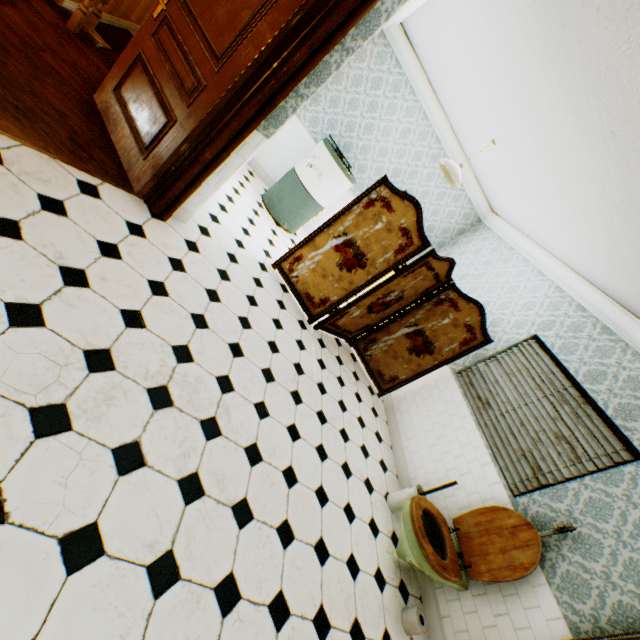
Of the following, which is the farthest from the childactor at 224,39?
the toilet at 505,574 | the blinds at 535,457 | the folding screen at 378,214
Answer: the blinds at 535,457

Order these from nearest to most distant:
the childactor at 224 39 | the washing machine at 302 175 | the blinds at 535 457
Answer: the childactor at 224 39
the blinds at 535 457
the washing machine at 302 175

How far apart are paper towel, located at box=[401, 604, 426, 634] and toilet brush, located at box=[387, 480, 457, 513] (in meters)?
0.84

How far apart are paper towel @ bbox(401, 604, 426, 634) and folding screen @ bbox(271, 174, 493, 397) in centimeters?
264cm

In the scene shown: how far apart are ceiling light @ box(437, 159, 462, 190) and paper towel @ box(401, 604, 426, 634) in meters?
4.8

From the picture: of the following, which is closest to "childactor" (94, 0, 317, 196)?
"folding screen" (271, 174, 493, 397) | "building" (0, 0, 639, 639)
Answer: "building" (0, 0, 639, 639)

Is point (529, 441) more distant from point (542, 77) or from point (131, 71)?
point (131, 71)

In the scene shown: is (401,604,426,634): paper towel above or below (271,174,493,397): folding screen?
below
